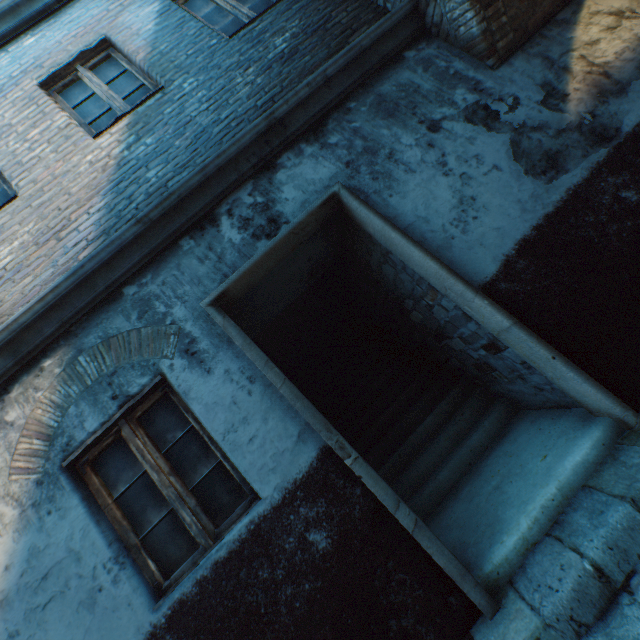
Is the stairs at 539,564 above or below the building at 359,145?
below

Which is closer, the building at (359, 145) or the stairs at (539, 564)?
the stairs at (539, 564)

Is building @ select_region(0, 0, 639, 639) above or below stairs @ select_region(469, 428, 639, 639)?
above

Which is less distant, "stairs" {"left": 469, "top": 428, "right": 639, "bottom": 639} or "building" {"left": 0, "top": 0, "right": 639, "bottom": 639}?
"stairs" {"left": 469, "top": 428, "right": 639, "bottom": 639}

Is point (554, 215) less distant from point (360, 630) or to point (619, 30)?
point (619, 30)
